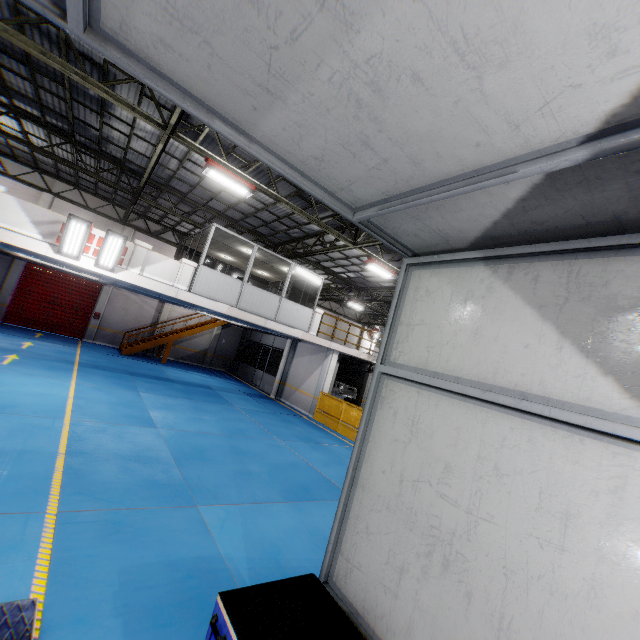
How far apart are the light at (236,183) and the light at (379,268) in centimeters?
569cm

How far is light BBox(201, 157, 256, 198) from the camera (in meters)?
9.80

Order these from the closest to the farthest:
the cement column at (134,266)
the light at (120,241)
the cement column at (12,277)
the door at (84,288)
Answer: the light at (120,241)
the cement column at (134,266)
the cement column at (12,277)
the door at (84,288)

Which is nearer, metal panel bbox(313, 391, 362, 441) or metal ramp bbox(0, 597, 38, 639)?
metal ramp bbox(0, 597, 38, 639)

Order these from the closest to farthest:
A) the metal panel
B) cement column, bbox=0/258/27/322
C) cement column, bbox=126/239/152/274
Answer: cement column, bbox=126/239/152/274 → the metal panel → cement column, bbox=0/258/27/322

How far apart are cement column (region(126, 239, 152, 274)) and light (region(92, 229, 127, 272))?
0.10m

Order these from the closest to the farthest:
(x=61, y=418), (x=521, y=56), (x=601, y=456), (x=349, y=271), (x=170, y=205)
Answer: (x=521, y=56) → (x=601, y=456) → (x=61, y=418) → (x=170, y=205) → (x=349, y=271)

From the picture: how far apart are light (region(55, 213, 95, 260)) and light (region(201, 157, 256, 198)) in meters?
3.7
